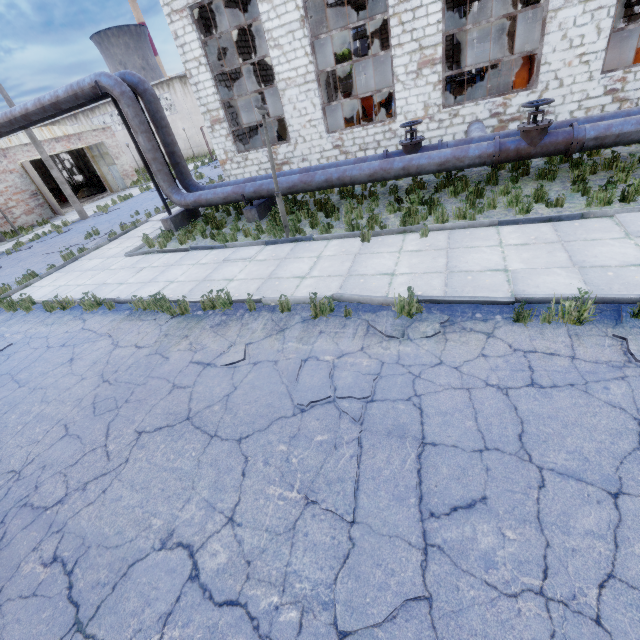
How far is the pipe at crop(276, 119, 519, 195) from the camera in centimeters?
847cm

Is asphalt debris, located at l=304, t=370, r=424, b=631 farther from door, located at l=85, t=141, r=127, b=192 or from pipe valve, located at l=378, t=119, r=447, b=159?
door, located at l=85, t=141, r=127, b=192

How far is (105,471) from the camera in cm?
410

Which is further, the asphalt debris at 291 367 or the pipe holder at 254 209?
the pipe holder at 254 209

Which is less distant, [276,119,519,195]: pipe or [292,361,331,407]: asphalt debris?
[292,361,331,407]: asphalt debris

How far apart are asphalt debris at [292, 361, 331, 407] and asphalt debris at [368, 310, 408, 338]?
0.80m

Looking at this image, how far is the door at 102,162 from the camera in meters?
26.5

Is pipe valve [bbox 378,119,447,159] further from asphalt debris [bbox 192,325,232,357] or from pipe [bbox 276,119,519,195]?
asphalt debris [bbox 192,325,232,357]
